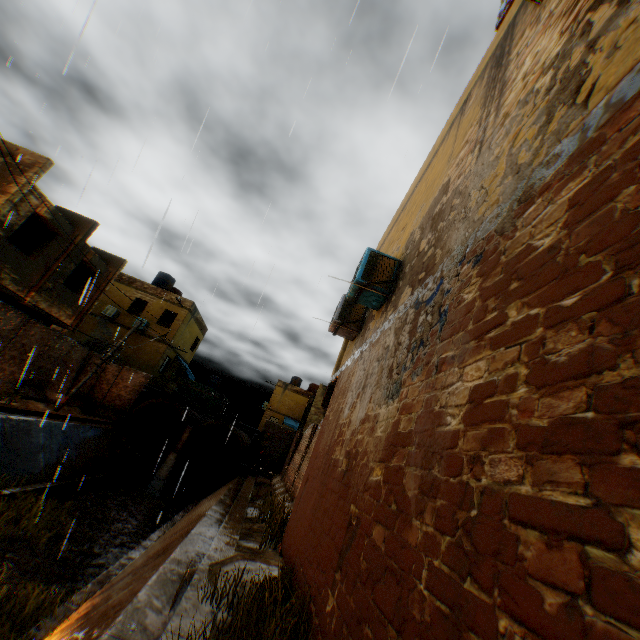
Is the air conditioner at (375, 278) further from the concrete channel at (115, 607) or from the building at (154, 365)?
the concrete channel at (115, 607)

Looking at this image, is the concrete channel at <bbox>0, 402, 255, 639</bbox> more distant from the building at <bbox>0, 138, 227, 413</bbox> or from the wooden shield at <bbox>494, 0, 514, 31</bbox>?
the wooden shield at <bbox>494, 0, 514, 31</bbox>

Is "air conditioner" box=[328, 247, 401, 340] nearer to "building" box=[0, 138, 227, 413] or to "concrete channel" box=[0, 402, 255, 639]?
"building" box=[0, 138, 227, 413]

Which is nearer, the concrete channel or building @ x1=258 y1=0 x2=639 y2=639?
building @ x1=258 y1=0 x2=639 y2=639

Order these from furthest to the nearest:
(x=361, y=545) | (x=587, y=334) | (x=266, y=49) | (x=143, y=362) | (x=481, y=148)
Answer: (x=143, y=362) → (x=266, y=49) → (x=481, y=148) → (x=361, y=545) → (x=587, y=334)

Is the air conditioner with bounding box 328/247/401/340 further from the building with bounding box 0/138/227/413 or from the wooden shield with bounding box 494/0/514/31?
the wooden shield with bounding box 494/0/514/31

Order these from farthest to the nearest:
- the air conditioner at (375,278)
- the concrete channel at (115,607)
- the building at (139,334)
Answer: the building at (139,334), the air conditioner at (375,278), the concrete channel at (115,607)
